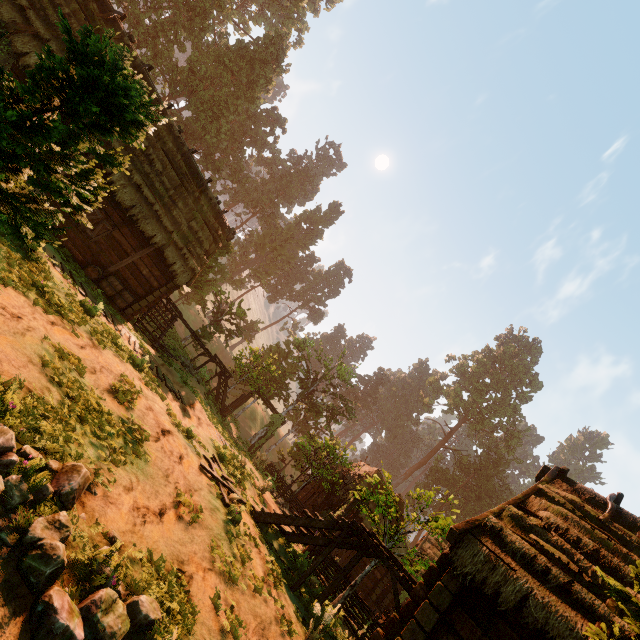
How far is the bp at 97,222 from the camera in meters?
13.5 m

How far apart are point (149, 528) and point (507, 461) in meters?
64.3

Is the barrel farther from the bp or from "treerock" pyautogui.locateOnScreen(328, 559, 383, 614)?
"treerock" pyautogui.locateOnScreen(328, 559, 383, 614)

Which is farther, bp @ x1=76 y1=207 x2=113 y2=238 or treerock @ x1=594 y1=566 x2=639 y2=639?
bp @ x1=76 y1=207 x2=113 y2=238

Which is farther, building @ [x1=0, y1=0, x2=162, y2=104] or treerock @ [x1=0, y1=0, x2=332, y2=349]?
building @ [x1=0, y1=0, x2=162, y2=104]

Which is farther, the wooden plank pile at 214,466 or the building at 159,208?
the building at 159,208

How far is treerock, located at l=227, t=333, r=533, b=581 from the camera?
11.77m

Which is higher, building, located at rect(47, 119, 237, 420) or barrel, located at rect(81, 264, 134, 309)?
building, located at rect(47, 119, 237, 420)
